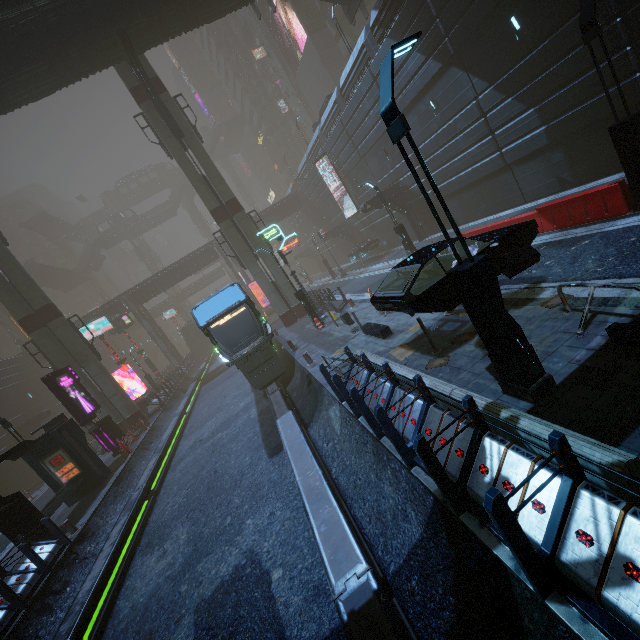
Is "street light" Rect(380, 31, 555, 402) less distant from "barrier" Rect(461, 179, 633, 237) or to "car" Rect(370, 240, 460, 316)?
"car" Rect(370, 240, 460, 316)

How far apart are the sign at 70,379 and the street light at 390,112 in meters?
21.0

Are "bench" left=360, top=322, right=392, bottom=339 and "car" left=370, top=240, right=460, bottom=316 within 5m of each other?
yes

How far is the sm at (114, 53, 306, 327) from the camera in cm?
2144

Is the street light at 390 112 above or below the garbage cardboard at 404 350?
above

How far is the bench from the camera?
11.18m

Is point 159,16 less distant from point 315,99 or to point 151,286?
point 151,286

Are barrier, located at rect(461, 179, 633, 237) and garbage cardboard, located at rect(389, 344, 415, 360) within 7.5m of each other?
yes
